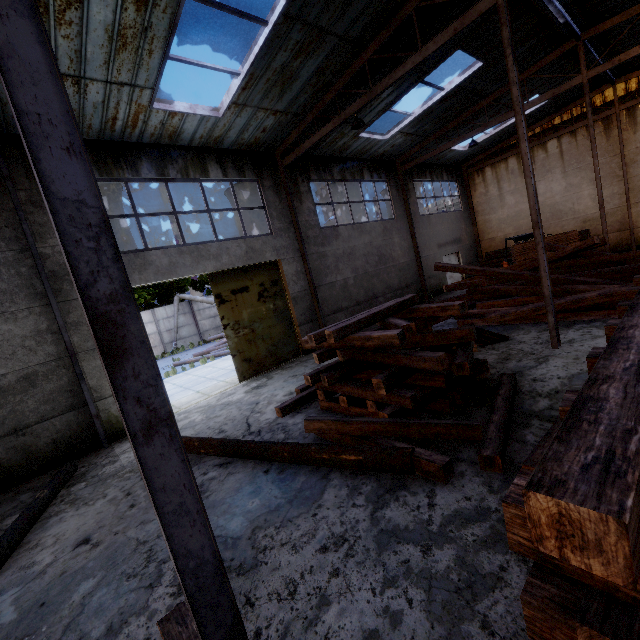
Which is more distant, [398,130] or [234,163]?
[398,130]

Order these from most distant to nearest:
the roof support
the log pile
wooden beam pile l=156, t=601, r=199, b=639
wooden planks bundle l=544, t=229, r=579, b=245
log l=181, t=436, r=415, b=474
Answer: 1. the log pile
2. wooden planks bundle l=544, t=229, r=579, b=245
3. log l=181, t=436, r=415, b=474
4. wooden beam pile l=156, t=601, r=199, b=639
5. the roof support

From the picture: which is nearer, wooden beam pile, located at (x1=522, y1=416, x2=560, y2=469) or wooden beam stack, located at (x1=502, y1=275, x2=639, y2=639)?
wooden beam stack, located at (x1=502, y1=275, x2=639, y2=639)

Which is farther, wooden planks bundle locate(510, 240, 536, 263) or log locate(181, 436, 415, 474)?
wooden planks bundle locate(510, 240, 536, 263)

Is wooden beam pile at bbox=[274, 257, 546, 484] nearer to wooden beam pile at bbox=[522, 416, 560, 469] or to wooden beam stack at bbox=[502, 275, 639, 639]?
wooden beam pile at bbox=[522, 416, 560, 469]

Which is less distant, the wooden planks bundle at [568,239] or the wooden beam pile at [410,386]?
the wooden beam pile at [410,386]

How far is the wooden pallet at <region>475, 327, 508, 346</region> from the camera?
8.52m

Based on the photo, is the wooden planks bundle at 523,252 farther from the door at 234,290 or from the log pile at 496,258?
the door at 234,290
